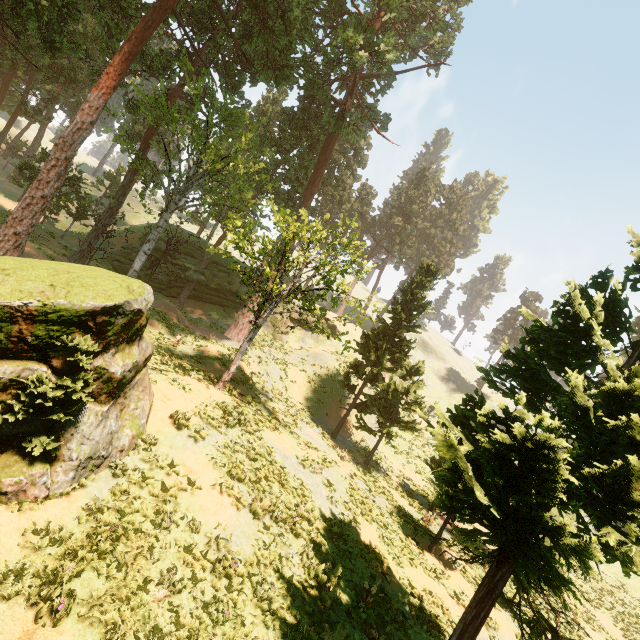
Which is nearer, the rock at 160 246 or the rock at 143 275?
the rock at 143 275

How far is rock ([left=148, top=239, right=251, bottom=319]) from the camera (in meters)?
35.56

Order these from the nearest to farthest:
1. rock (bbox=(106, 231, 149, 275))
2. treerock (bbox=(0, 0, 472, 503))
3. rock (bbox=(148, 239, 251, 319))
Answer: treerock (bbox=(0, 0, 472, 503)) → rock (bbox=(106, 231, 149, 275)) → rock (bbox=(148, 239, 251, 319))

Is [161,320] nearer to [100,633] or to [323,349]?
[323,349]

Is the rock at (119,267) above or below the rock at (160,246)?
below

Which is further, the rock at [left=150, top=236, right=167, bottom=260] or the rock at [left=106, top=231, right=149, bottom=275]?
the rock at [left=150, top=236, right=167, bottom=260]
